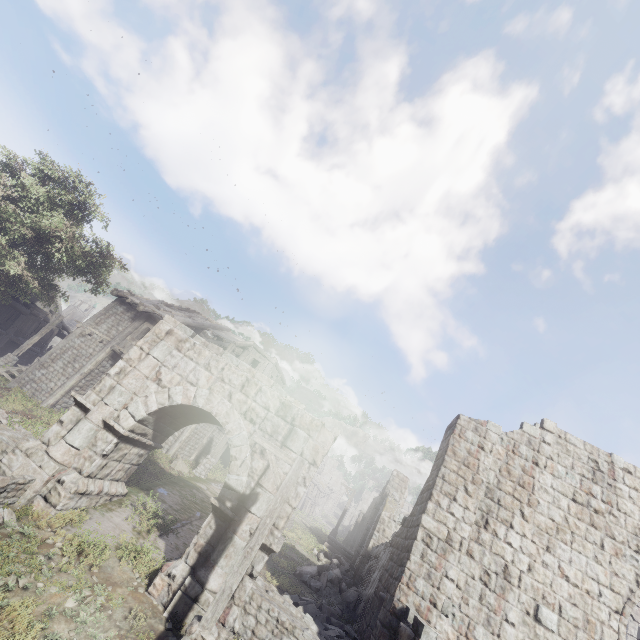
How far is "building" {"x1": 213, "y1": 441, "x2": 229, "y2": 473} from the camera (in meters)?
26.74

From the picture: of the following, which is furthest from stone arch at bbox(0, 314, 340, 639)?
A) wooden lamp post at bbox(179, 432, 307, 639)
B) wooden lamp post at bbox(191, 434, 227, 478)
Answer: wooden lamp post at bbox(191, 434, 227, 478)

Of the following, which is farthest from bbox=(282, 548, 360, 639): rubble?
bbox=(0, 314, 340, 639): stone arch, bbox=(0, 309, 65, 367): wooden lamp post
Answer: bbox=(0, 309, 65, 367): wooden lamp post

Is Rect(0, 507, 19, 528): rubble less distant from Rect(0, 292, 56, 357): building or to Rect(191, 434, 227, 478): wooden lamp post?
Rect(0, 292, 56, 357): building

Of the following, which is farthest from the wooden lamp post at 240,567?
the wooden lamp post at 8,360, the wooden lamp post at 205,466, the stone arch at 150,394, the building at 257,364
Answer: the wooden lamp post at 8,360

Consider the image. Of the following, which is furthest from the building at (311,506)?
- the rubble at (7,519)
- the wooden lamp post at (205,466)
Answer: the rubble at (7,519)

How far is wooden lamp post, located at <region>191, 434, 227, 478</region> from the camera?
19.6m

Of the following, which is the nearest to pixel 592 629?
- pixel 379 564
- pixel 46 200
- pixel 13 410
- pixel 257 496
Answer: pixel 379 564
